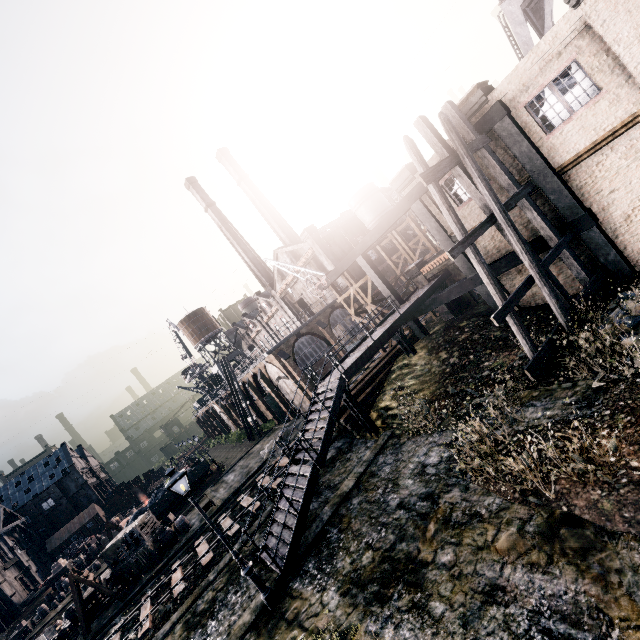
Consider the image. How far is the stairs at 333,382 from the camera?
12.80m

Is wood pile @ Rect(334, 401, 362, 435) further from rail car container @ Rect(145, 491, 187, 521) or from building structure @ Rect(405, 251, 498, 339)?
rail car container @ Rect(145, 491, 187, 521)

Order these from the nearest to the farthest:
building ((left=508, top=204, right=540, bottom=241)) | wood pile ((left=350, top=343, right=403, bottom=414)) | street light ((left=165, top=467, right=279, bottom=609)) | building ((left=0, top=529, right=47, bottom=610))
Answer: street light ((left=165, top=467, right=279, bottom=609))
building ((left=508, top=204, right=540, bottom=241))
wood pile ((left=350, top=343, right=403, bottom=414))
building ((left=0, top=529, right=47, bottom=610))

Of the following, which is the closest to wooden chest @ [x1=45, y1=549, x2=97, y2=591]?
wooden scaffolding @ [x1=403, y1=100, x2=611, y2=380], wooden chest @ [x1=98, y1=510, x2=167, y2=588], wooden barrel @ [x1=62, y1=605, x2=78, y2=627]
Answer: wooden barrel @ [x1=62, y1=605, x2=78, y2=627]

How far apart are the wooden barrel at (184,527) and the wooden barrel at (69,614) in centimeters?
817cm

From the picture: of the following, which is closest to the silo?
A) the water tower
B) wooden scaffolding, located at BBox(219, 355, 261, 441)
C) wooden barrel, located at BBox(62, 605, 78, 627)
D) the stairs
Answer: the stairs

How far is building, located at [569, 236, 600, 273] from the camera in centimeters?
1451cm

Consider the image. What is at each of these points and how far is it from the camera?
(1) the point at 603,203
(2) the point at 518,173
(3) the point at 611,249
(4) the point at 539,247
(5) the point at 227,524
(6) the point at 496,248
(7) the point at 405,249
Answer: (1) building, 13.6m
(2) building, 14.7m
(3) building structure, 13.7m
(4) building structure, 15.4m
(5) railway, 22.2m
(6) building, 17.4m
(7) wooden scaffolding, 31.9m
